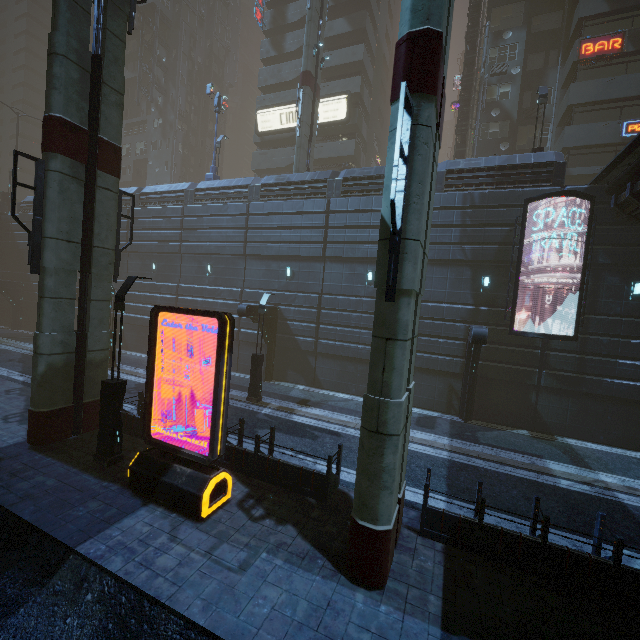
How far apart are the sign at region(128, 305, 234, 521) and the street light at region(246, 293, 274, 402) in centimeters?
746cm

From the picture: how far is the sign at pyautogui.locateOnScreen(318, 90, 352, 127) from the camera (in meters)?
30.84

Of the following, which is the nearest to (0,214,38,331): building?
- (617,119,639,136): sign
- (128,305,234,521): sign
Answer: (617,119,639,136): sign

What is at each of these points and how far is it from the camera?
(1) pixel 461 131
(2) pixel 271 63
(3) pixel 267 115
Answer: (1) building structure, 28.4 meters
(2) building, 35.8 meters
(3) sign, 34.1 meters

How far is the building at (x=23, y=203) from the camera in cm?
3241

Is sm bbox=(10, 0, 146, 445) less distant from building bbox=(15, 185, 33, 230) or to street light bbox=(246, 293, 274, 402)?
building bbox=(15, 185, 33, 230)

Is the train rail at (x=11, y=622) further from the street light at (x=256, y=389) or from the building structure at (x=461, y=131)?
the building structure at (x=461, y=131)

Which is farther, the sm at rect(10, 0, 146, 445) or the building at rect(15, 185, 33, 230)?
the building at rect(15, 185, 33, 230)
